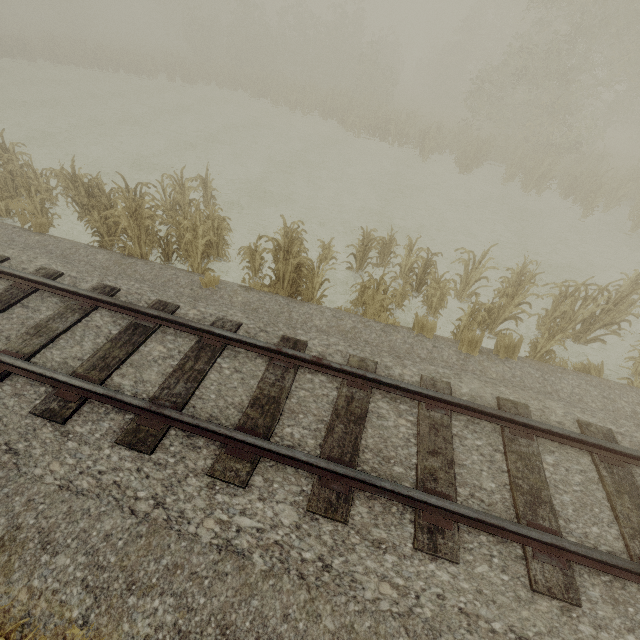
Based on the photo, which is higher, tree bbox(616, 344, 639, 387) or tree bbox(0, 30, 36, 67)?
tree bbox(0, 30, 36, 67)

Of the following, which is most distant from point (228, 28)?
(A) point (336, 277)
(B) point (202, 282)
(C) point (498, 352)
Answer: (C) point (498, 352)

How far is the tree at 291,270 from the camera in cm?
679

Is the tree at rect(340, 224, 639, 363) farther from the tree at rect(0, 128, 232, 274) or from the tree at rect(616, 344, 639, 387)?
the tree at rect(0, 128, 232, 274)

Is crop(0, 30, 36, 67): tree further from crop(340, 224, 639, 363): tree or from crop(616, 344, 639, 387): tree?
crop(616, 344, 639, 387): tree

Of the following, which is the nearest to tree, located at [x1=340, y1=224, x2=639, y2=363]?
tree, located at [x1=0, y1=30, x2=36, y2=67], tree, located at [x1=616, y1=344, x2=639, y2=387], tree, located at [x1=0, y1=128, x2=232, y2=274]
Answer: tree, located at [x1=616, y1=344, x2=639, y2=387]

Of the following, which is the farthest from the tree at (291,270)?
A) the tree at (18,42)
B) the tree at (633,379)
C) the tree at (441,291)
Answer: the tree at (18,42)

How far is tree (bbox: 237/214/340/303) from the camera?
6.8 meters
